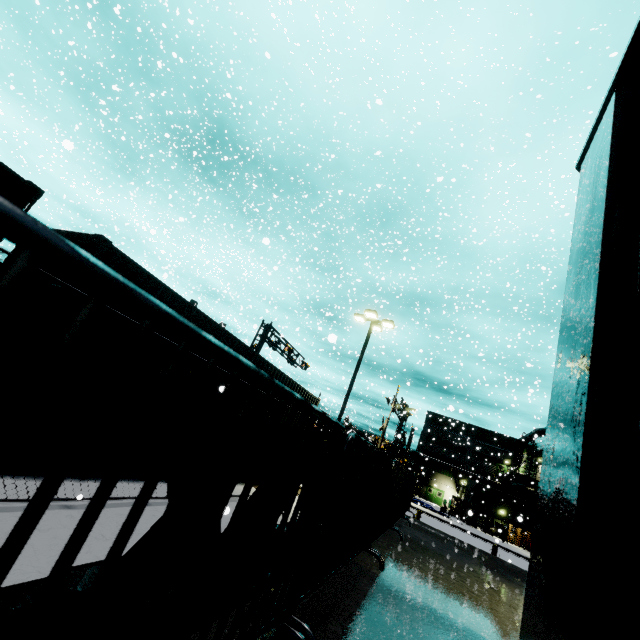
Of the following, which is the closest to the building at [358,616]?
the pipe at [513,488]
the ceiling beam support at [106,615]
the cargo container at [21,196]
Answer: the pipe at [513,488]

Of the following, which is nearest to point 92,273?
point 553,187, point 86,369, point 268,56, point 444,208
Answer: point 86,369

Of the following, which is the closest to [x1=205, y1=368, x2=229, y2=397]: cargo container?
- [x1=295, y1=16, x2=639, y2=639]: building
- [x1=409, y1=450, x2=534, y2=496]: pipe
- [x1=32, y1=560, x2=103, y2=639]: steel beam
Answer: [x1=295, y1=16, x2=639, y2=639]: building

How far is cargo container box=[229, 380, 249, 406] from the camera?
10.02m

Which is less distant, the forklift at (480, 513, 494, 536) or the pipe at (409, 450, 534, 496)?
the forklift at (480, 513, 494, 536)

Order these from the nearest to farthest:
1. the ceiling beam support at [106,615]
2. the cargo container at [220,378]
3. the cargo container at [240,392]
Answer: the ceiling beam support at [106,615] < the cargo container at [220,378] < the cargo container at [240,392]
